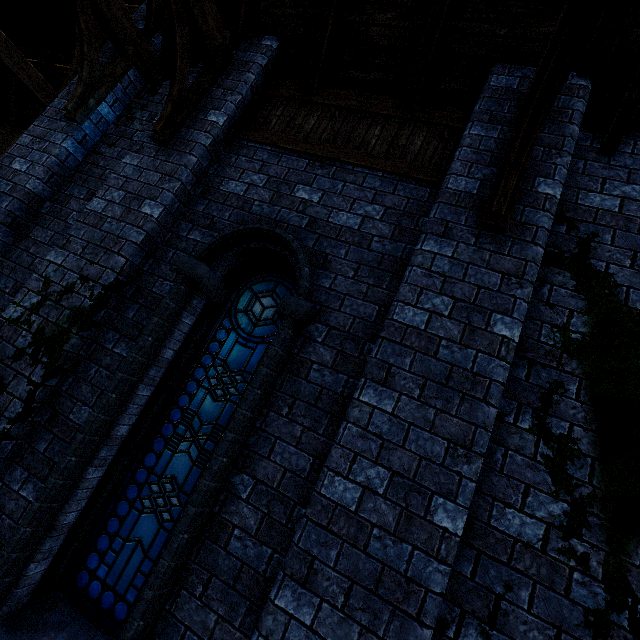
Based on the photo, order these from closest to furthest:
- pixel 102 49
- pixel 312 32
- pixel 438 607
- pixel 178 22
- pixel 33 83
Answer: pixel 438 607, pixel 178 22, pixel 312 32, pixel 102 49, pixel 33 83

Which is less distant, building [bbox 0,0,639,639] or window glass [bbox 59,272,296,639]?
building [bbox 0,0,639,639]

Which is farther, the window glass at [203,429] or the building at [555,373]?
the window glass at [203,429]
